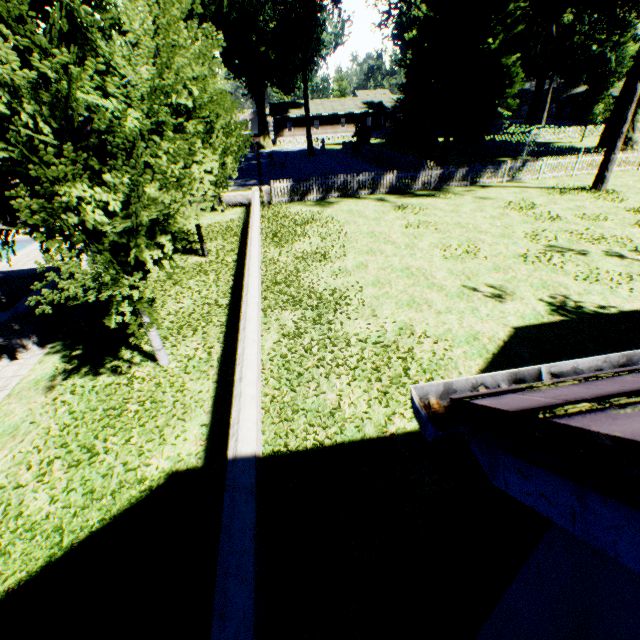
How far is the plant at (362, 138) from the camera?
36.2 meters

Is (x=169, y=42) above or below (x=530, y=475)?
above

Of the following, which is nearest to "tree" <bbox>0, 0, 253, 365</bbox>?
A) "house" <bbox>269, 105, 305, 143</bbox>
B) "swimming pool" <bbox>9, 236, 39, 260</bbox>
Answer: "swimming pool" <bbox>9, 236, 39, 260</bbox>

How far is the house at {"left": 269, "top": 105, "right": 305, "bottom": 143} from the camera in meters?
57.5 m

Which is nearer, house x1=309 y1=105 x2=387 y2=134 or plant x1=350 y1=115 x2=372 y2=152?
plant x1=350 y1=115 x2=372 y2=152

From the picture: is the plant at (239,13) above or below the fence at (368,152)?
above

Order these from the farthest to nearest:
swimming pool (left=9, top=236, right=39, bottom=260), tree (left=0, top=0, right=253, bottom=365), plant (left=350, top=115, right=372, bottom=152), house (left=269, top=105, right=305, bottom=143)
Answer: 1. house (left=269, top=105, right=305, bottom=143)
2. plant (left=350, top=115, right=372, bottom=152)
3. swimming pool (left=9, top=236, right=39, bottom=260)
4. tree (left=0, top=0, right=253, bottom=365)

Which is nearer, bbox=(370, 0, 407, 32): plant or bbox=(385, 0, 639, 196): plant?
bbox=(385, 0, 639, 196): plant
